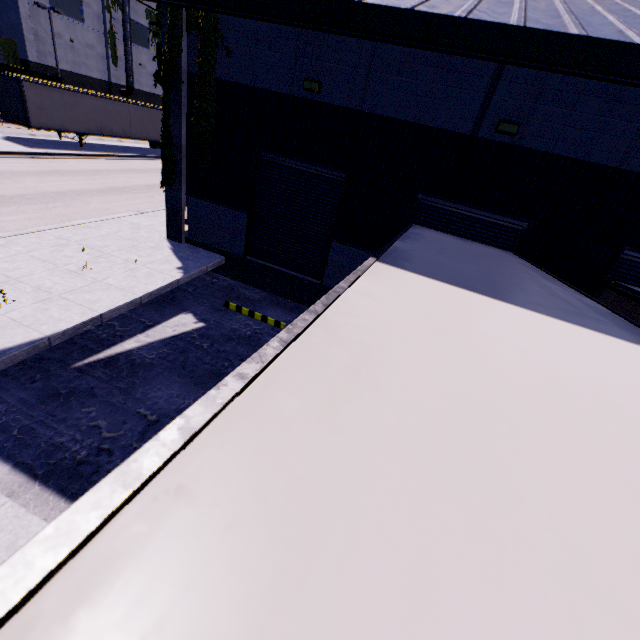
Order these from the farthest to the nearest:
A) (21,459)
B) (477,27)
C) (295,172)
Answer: (295,172), (21,459), (477,27)

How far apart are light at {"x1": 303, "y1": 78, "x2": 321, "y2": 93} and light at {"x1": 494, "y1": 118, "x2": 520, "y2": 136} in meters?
4.5 m

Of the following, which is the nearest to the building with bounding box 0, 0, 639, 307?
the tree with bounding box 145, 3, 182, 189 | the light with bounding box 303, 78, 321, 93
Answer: the tree with bounding box 145, 3, 182, 189

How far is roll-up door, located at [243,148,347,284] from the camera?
9.66m

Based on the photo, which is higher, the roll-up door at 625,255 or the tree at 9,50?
the tree at 9,50

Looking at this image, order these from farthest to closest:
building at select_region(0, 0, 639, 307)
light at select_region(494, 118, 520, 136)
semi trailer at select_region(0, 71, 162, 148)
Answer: semi trailer at select_region(0, 71, 162, 148)
light at select_region(494, 118, 520, 136)
building at select_region(0, 0, 639, 307)

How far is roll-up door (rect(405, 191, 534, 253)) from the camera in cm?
841

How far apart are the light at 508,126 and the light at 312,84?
4.5m
